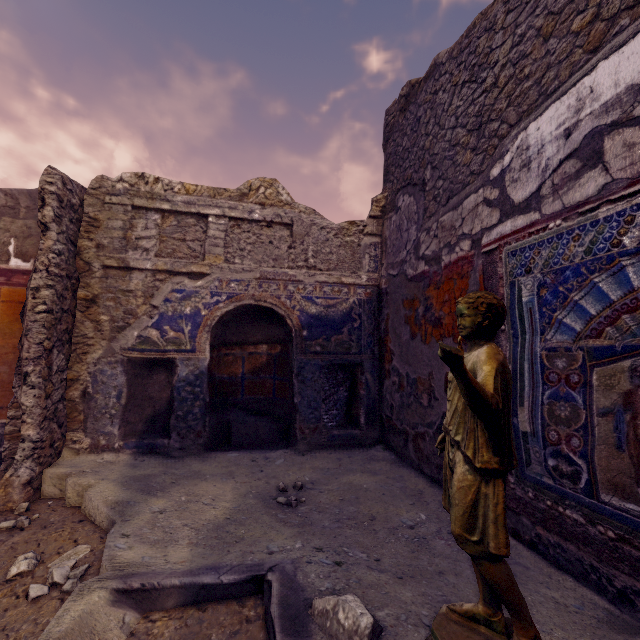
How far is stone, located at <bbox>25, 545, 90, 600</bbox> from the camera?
1.46m

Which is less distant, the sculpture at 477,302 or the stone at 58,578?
the sculpture at 477,302

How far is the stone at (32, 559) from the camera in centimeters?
160cm

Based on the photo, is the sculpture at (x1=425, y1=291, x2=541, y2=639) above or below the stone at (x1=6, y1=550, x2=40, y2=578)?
above

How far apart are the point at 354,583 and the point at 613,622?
1.1 meters

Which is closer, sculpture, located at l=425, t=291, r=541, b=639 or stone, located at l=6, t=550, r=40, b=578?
sculpture, located at l=425, t=291, r=541, b=639
